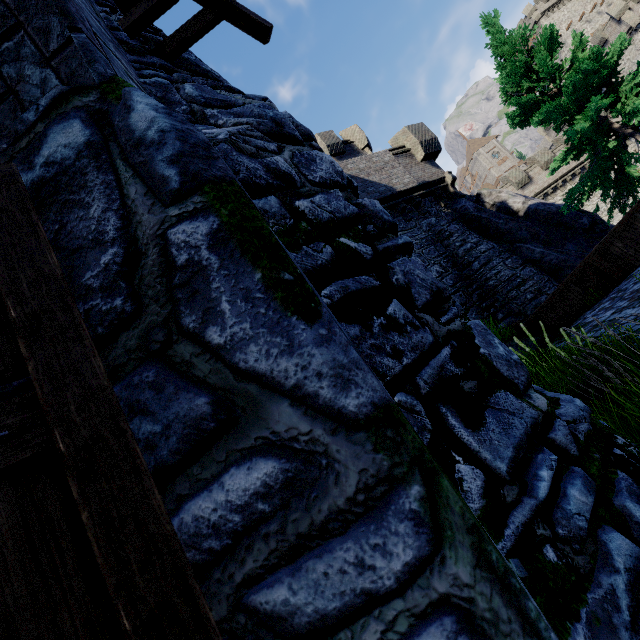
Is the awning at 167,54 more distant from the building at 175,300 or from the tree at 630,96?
the tree at 630,96

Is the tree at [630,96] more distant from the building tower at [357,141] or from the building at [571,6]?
the building at [571,6]

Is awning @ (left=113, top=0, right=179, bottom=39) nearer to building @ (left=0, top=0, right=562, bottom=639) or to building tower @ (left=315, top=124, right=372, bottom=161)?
building @ (left=0, top=0, right=562, bottom=639)

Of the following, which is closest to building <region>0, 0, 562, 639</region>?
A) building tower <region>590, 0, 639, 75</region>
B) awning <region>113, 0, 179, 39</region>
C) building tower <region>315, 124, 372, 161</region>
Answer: awning <region>113, 0, 179, 39</region>

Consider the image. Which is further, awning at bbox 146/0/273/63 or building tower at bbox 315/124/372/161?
building tower at bbox 315/124/372/161

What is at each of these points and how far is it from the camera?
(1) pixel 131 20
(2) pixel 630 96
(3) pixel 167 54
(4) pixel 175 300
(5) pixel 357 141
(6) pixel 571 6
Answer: (1) awning, 2.8 meters
(2) tree, 11.0 meters
(3) awning, 3.1 meters
(4) building, 0.9 meters
(5) building tower, 22.0 meters
(6) building, 52.2 meters

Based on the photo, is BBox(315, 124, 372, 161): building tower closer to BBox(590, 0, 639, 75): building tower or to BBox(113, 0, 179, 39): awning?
BBox(113, 0, 179, 39): awning

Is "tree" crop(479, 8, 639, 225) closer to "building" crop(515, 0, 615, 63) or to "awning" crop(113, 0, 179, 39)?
"awning" crop(113, 0, 179, 39)
